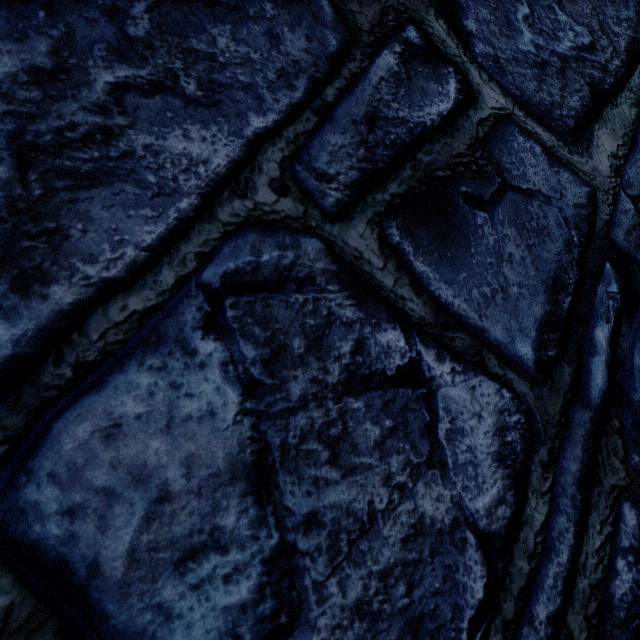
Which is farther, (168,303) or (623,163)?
(623,163)
